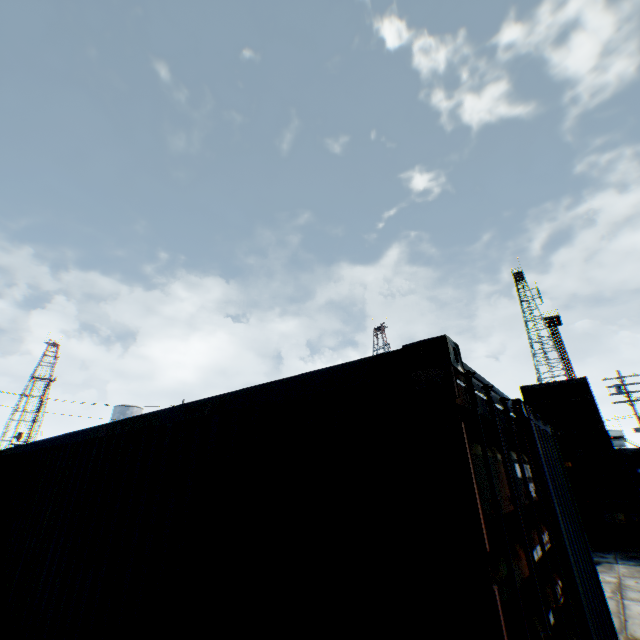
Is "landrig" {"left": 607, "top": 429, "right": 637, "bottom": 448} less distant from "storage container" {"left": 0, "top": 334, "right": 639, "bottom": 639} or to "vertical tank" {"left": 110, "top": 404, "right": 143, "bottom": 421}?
"storage container" {"left": 0, "top": 334, "right": 639, "bottom": 639}

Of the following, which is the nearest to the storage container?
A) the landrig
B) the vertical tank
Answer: the vertical tank

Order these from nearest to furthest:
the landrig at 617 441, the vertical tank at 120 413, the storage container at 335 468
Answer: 1. the storage container at 335 468
2. the landrig at 617 441
3. the vertical tank at 120 413

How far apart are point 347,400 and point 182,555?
2.1 meters

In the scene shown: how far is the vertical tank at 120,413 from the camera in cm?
4877

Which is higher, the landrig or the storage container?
the landrig

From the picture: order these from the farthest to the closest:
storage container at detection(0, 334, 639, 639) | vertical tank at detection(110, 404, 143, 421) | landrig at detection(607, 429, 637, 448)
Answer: vertical tank at detection(110, 404, 143, 421)
landrig at detection(607, 429, 637, 448)
storage container at detection(0, 334, 639, 639)
